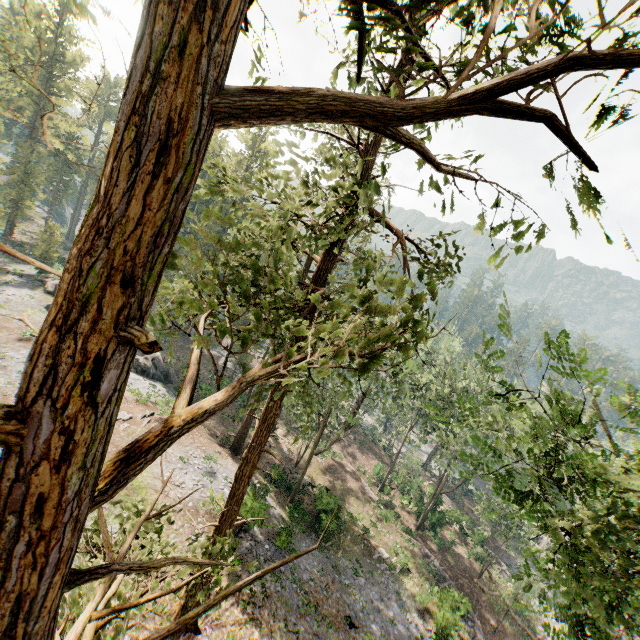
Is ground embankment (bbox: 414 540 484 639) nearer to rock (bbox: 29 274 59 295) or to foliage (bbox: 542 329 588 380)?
foliage (bbox: 542 329 588 380)

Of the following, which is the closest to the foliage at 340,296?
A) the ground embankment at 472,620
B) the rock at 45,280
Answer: the rock at 45,280

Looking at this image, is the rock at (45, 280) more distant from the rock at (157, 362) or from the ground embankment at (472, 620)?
the ground embankment at (472, 620)

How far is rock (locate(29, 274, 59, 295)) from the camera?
37.8m

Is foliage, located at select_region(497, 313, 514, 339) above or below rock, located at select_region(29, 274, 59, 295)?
above

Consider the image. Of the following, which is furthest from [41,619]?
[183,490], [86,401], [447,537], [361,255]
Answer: [447,537]

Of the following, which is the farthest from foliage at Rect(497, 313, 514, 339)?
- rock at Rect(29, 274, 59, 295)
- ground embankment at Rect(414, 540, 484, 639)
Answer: ground embankment at Rect(414, 540, 484, 639)
